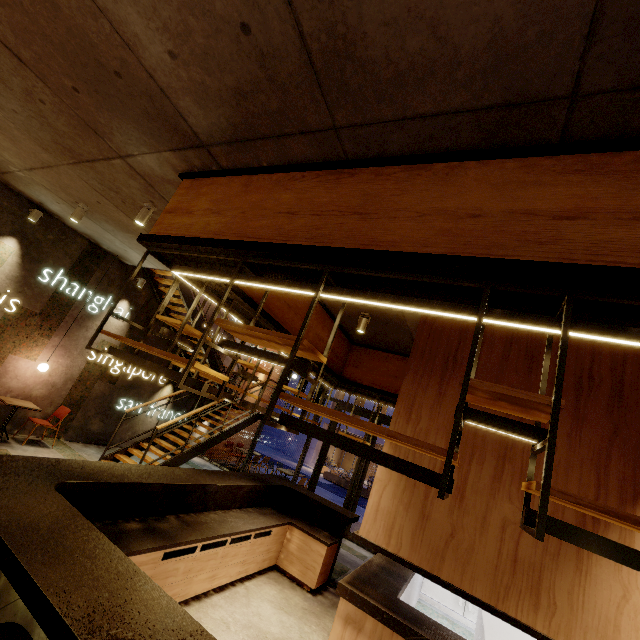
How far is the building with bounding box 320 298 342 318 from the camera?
5.7 meters

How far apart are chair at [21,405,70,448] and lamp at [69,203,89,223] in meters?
4.5

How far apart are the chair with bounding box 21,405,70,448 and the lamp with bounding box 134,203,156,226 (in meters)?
5.42

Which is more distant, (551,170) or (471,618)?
(471,618)

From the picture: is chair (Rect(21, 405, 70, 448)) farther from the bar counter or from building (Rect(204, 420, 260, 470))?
building (Rect(204, 420, 260, 470))

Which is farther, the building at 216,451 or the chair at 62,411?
the building at 216,451

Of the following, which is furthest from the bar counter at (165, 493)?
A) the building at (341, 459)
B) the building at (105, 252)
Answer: the building at (341, 459)
